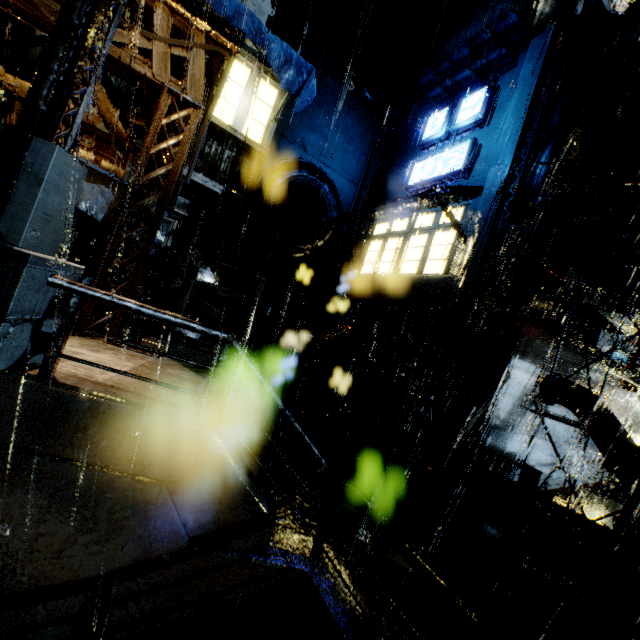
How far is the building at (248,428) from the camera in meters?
7.1

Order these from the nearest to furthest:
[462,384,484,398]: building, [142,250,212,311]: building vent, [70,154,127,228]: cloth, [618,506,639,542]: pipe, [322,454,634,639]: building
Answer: [322,454,634,639]: building → [618,506,639,542]: pipe → [462,384,484,398]: building → [70,154,127,228]: cloth → [142,250,212,311]: building vent

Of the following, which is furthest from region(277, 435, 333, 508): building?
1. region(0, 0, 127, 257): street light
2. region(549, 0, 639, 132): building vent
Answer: region(0, 0, 127, 257): street light

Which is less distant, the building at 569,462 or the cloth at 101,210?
the cloth at 101,210

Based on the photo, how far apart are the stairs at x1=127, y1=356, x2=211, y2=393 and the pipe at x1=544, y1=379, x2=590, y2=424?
9.7m

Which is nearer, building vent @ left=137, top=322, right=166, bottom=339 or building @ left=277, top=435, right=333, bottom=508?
building @ left=277, top=435, right=333, bottom=508

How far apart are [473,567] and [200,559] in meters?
4.4
